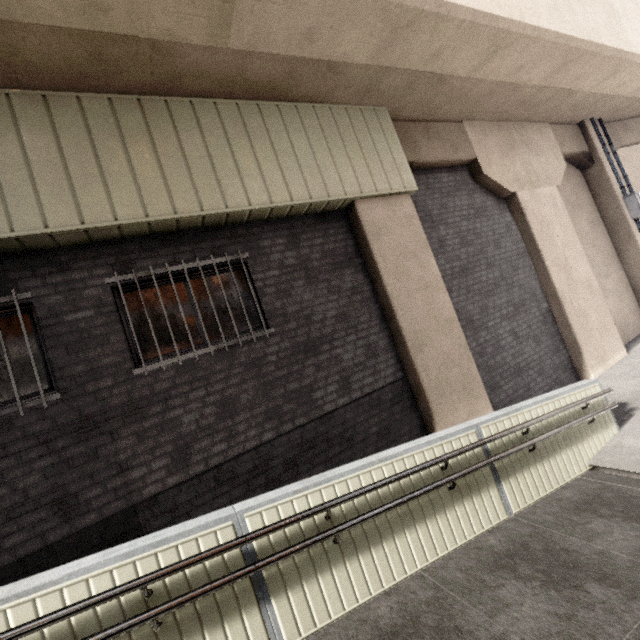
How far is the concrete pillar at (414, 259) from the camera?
5.48m

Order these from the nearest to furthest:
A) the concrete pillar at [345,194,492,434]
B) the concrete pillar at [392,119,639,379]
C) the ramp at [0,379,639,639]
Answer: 1. the ramp at [0,379,639,639]
2. the concrete pillar at [345,194,492,434]
3. the concrete pillar at [392,119,639,379]

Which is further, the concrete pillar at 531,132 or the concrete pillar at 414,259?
the concrete pillar at 531,132

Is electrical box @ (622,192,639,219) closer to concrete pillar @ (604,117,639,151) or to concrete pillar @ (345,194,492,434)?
concrete pillar @ (604,117,639,151)

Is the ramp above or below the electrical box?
below

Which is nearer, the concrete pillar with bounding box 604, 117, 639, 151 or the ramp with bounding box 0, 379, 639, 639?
the ramp with bounding box 0, 379, 639, 639

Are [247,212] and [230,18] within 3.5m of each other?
yes

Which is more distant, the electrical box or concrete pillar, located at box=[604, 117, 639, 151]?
concrete pillar, located at box=[604, 117, 639, 151]
